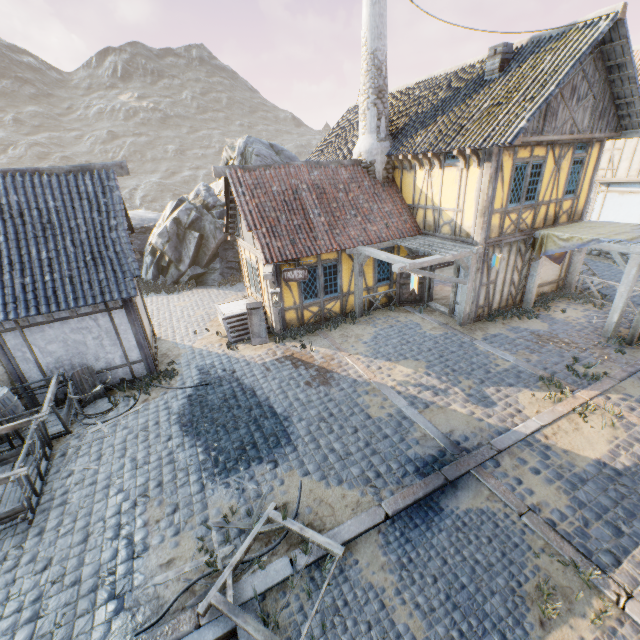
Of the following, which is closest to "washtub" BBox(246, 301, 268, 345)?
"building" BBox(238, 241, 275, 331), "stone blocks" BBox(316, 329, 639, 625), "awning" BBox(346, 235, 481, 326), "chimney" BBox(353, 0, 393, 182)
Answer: A: "building" BBox(238, 241, 275, 331)

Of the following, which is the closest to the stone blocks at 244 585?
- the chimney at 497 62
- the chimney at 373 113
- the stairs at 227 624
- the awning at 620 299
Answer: the stairs at 227 624

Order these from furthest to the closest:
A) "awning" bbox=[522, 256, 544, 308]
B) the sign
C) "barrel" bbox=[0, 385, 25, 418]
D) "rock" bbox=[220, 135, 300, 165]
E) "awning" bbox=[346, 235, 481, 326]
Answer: "rock" bbox=[220, 135, 300, 165], "awning" bbox=[522, 256, 544, 308], the sign, "awning" bbox=[346, 235, 481, 326], "barrel" bbox=[0, 385, 25, 418]

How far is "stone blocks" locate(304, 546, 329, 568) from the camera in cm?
505

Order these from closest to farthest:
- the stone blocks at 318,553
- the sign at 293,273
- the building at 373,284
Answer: the stone blocks at 318,553
the sign at 293,273
the building at 373,284

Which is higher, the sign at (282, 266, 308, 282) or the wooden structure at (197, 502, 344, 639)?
the sign at (282, 266, 308, 282)

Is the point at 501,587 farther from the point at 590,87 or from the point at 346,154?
the point at 346,154

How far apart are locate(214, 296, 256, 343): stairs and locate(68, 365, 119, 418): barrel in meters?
3.7 m
